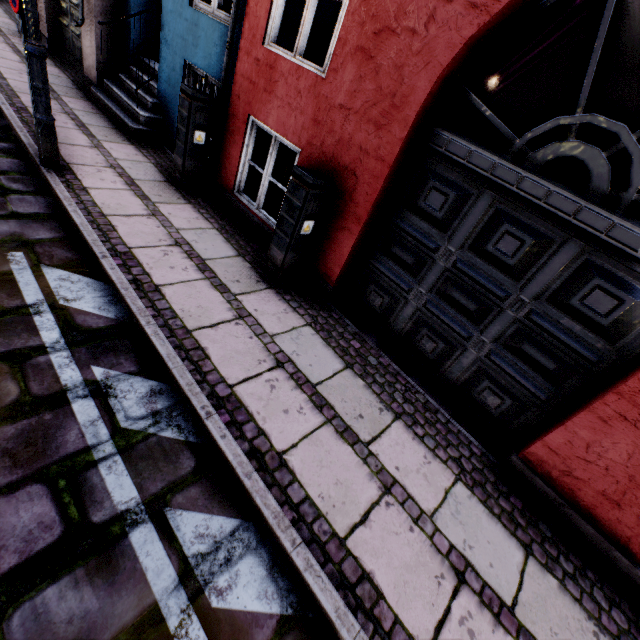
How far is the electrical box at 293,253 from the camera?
3.23m

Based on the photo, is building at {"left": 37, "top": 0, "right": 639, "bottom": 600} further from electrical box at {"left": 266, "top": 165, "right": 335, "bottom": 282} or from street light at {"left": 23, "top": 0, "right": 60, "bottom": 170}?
street light at {"left": 23, "top": 0, "right": 60, "bottom": 170}

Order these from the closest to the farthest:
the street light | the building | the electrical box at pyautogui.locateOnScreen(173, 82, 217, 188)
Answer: the building < the street light < the electrical box at pyautogui.locateOnScreen(173, 82, 217, 188)

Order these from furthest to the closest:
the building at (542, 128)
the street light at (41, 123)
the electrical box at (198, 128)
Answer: the electrical box at (198, 128) < the street light at (41, 123) < the building at (542, 128)

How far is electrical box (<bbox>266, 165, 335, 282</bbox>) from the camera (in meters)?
3.23

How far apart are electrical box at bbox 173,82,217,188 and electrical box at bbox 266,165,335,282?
2.1 meters

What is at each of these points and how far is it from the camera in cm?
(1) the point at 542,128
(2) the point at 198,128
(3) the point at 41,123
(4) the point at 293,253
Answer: (1) building, 243
(2) electrical box, 445
(3) street light, 361
(4) electrical box, 371

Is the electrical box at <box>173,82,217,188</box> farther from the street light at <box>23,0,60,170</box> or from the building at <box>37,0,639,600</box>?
the street light at <box>23,0,60,170</box>
